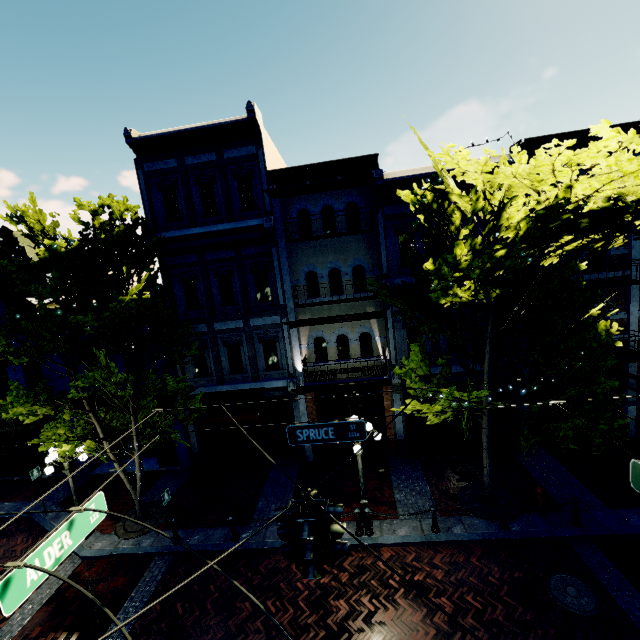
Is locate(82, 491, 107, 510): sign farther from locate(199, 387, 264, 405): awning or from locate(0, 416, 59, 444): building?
locate(0, 416, 59, 444): building

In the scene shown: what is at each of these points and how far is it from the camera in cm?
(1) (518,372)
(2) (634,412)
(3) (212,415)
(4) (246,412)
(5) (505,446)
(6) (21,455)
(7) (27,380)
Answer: (1) building, 1280
(2) building, 1291
(3) awning, 1273
(4) awning, 1260
(5) planter, 1285
(6) building, 1543
(7) building, 1500

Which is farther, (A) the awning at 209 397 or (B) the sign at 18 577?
(A) the awning at 209 397

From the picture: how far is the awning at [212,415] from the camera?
12.6 meters

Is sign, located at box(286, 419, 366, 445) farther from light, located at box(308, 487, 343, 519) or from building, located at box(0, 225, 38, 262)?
building, located at box(0, 225, 38, 262)

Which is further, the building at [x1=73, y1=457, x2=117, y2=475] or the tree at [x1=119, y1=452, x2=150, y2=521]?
the building at [x1=73, y1=457, x2=117, y2=475]

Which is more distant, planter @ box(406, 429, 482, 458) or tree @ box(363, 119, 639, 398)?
planter @ box(406, 429, 482, 458)

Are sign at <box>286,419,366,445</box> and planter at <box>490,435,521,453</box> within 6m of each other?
no
